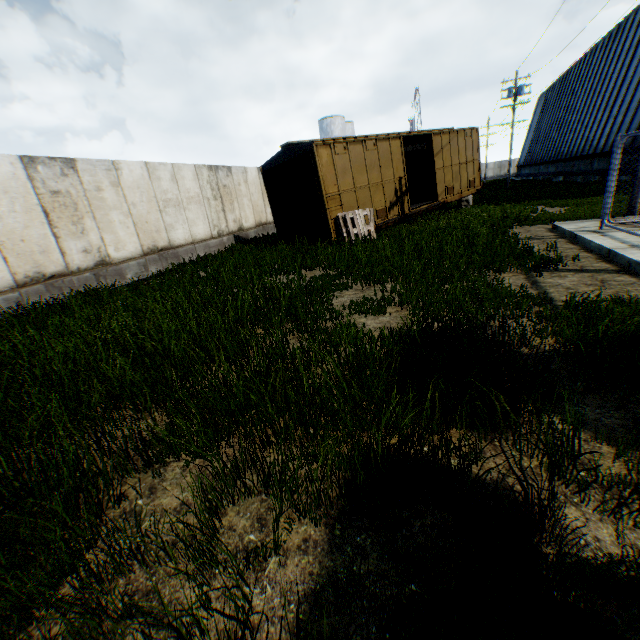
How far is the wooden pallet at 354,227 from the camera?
11.3 meters

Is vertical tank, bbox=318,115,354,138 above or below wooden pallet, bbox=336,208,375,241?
above

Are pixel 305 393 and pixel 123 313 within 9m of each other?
yes

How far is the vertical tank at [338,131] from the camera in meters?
48.2

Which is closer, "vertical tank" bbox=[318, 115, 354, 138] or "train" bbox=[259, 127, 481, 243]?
"train" bbox=[259, 127, 481, 243]

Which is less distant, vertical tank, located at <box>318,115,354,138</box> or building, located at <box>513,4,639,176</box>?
building, located at <box>513,4,639,176</box>

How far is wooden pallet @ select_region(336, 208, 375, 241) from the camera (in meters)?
11.34

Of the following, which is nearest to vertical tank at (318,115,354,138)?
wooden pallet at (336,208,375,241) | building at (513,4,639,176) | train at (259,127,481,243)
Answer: building at (513,4,639,176)
